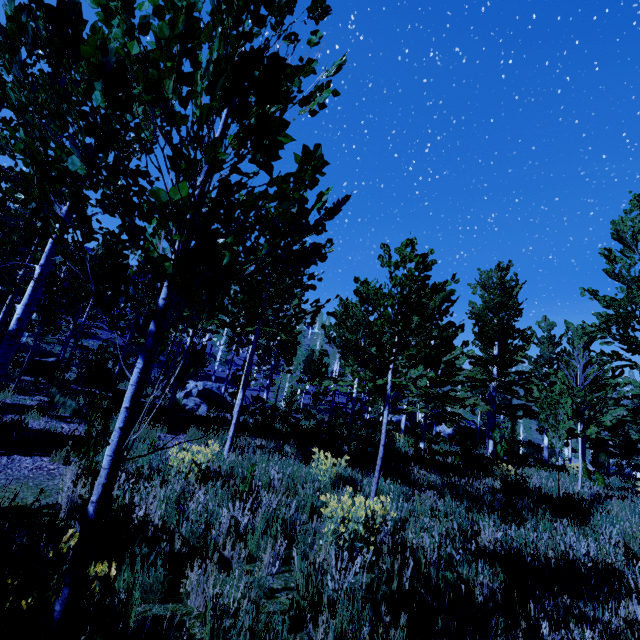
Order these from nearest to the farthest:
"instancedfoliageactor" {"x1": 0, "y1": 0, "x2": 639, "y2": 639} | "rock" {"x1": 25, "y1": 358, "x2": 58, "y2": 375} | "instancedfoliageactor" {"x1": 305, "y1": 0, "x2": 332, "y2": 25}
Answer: "instancedfoliageactor" {"x1": 0, "y1": 0, "x2": 639, "y2": 639}, "instancedfoliageactor" {"x1": 305, "y1": 0, "x2": 332, "y2": 25}, "rock" {"x1": 25, "y1": 358, "x2": 58, "y2": 375}

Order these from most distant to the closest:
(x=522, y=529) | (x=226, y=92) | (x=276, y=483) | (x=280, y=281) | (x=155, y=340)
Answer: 1. (x=280, y=281)
2. (x=276, y=483)
3. (x=522, y=529)
4. (x=155, y=340)
5. (x=226, y=92)

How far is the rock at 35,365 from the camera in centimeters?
1352cm

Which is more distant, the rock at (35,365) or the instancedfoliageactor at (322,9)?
the rock at (35,365)

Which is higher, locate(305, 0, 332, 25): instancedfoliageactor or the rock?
locate(305, 0, 332, 25): instancedfoliageactor

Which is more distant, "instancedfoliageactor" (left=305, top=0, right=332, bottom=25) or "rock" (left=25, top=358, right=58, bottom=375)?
"rock" (left=25, top=358, right=58, bottom=375)

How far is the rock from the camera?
13.5 meters
